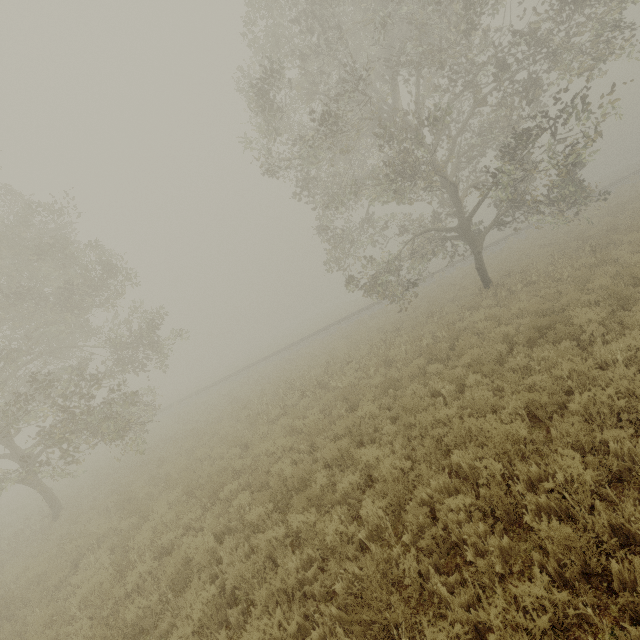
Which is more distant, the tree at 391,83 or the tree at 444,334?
the tree at 444,334

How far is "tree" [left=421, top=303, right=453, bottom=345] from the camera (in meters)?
11.12

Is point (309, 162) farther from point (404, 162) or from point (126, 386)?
point (126, 386)

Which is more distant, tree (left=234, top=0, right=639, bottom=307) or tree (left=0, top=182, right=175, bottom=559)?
tree (left=0, top=182, right=175, bottom=559)

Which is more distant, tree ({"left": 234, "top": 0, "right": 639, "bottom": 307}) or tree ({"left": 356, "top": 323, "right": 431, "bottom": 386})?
tree ({"left": 356, "top": 323, "right": 431, "bottom": 386})

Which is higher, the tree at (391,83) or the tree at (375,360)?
the tree at (391,83)
